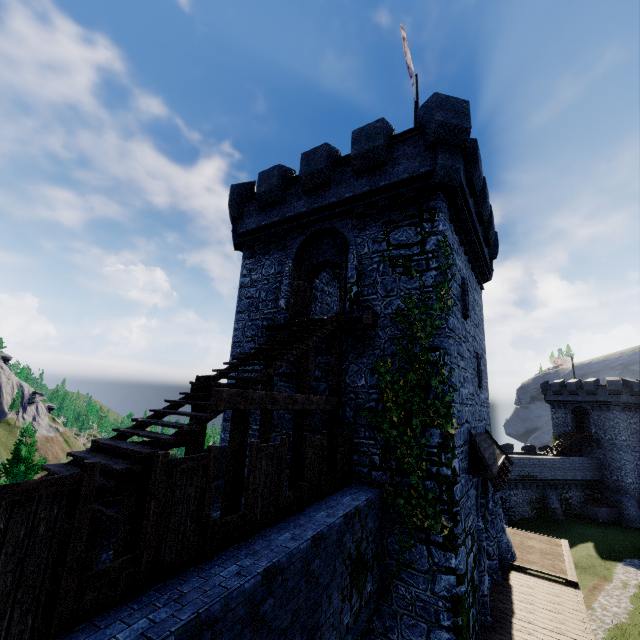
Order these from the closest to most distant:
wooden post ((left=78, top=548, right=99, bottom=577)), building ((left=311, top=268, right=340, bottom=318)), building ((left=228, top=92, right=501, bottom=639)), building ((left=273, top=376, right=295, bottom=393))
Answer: wooden post ((left=78, top=548, right=99, bottom=577)) → building ((left=228, top=92, right=501, bottom=639)) → building ((left=273, top=376, right=295, bottom=393)) → building ((left=311, top=268, right=340, bottom=318))

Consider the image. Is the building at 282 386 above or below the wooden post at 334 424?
above

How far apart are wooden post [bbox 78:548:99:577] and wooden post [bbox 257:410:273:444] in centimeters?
419cm

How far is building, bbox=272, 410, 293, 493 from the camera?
11.9 meters

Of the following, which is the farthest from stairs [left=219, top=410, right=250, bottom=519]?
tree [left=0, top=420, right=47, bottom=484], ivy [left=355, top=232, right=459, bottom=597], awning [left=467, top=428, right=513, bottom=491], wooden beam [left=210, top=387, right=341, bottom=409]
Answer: tree [left=0, top=420, right=47, bottom=484]

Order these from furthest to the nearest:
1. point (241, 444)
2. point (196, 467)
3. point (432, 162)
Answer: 1. point (432, 162)
2. point (241, 444)
3. point (196, 467)

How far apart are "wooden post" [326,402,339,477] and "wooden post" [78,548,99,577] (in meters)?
6.32

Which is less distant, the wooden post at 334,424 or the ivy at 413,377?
the ivy at 413,377
